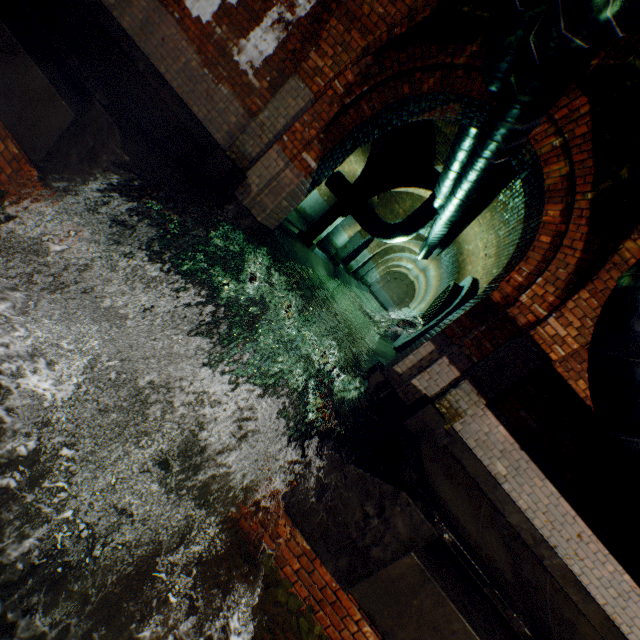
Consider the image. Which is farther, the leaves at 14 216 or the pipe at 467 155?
the leaves at 14 216

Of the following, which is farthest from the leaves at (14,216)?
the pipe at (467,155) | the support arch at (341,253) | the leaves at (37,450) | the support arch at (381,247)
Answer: the support arch at (381,247)

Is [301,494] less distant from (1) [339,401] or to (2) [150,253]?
(1) [339,401]

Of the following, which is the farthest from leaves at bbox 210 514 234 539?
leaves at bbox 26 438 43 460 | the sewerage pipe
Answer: the sewerage pipe

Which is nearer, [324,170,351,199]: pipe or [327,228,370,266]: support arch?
[324,170,351,199]: pipe

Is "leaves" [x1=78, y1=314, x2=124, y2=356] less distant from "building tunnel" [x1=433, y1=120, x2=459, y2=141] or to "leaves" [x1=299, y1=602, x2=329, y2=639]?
"leaves" [x1=299, y1=602, x2=329, y2=639]

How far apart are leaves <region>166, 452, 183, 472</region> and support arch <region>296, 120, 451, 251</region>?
7.5m

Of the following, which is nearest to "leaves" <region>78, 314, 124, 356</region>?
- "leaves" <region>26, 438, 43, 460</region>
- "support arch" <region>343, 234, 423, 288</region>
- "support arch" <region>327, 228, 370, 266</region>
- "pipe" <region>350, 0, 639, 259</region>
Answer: "leaves" <region>26, 438, 43, 460</region>
